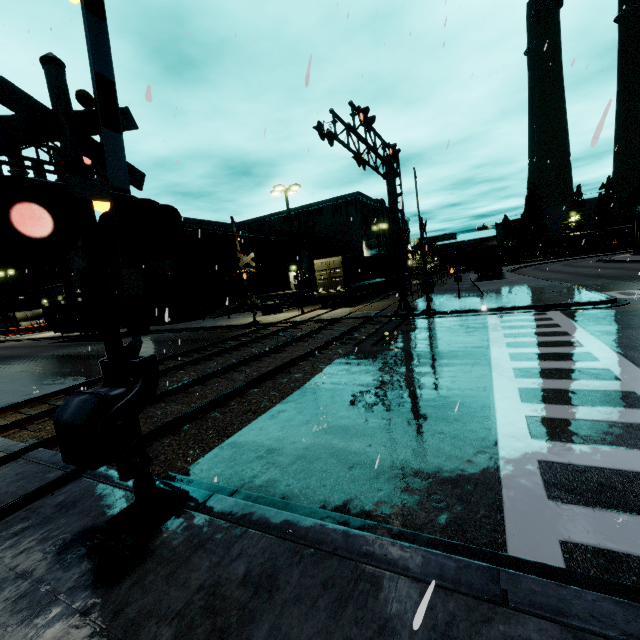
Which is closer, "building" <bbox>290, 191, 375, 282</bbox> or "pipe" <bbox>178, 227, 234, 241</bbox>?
"pipe" <bbox>178, 227, 234, 241</bbox>

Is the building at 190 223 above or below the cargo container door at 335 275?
above

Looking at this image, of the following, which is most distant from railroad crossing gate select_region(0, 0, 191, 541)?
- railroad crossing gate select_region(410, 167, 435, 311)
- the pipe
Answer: the pipe

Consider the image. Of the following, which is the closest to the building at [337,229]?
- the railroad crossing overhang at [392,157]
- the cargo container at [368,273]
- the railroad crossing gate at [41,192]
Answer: the cargo container at [368,273]

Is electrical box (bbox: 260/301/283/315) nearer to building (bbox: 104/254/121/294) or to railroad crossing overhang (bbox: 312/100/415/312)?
building (bbox: 104/254/121/294)

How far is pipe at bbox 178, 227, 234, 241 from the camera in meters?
32.0 m

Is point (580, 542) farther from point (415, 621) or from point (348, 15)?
point (348, 15)

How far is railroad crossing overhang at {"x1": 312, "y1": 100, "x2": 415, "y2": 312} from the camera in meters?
11.9
